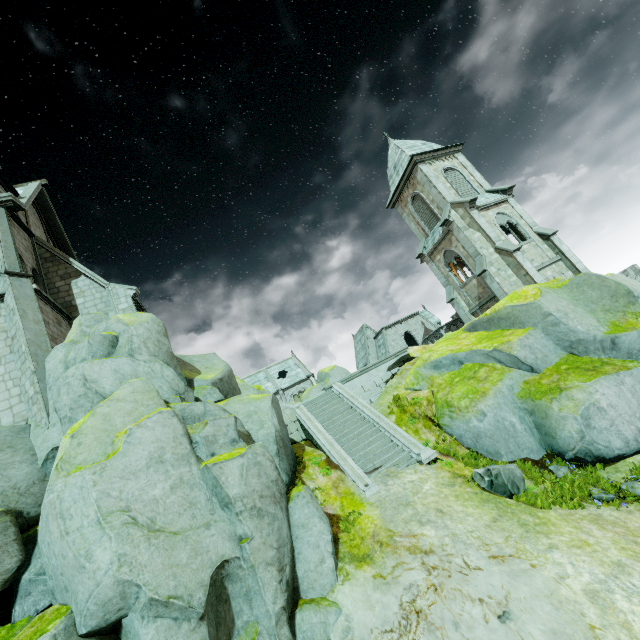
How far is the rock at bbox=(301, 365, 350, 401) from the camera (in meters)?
26.30

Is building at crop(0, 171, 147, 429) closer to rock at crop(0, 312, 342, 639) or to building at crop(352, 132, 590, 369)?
rock at crop(0, 312, 342, 639)

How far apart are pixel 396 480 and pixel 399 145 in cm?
2779

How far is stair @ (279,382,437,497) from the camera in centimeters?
1222cm

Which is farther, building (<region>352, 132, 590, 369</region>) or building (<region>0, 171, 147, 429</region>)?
building (<region>352, 132, 590, 369</region>)

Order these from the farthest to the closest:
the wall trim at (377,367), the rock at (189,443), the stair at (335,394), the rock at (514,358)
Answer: the wall trim at (377,367) < the stair at (335,394) < the rock at (514,358) < the rock at (189,443)

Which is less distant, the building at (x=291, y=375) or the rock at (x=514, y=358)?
the rock at (x=514, y=358)

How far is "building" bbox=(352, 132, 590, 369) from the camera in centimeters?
2267cm
